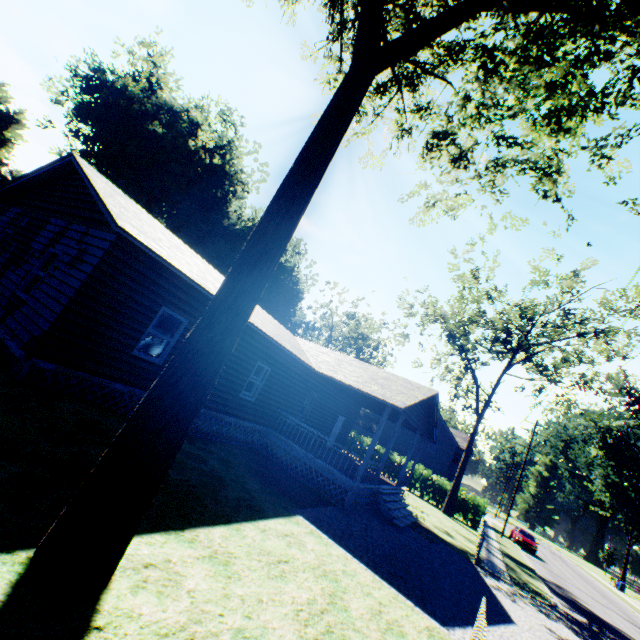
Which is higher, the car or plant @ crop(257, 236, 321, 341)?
plant @ crop(257, 236, 321, 341)

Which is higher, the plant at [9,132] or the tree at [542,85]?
the plant at [9,132]

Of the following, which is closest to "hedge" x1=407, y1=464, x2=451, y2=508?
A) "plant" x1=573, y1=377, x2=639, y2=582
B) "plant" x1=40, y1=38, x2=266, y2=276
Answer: "plant" x1=40, y1=38, x2=266, y2=276

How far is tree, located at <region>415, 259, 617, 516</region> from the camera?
24.3m

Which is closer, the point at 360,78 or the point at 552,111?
the point at 360,78

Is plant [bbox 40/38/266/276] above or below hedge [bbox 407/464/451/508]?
above

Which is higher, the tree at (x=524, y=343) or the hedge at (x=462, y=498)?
the tree at (x=524, y=343)

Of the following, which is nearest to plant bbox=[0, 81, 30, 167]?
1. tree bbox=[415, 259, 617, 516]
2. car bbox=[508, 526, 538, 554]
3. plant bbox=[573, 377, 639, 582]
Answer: tree bbox=[415, 259, 617, 516]
